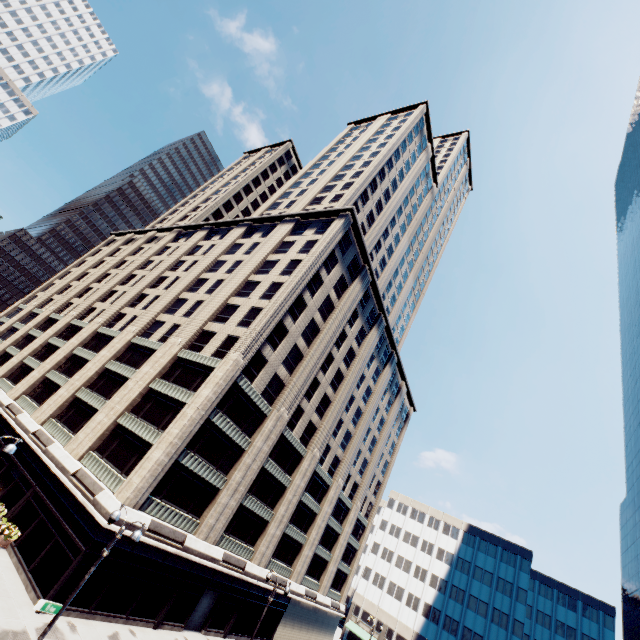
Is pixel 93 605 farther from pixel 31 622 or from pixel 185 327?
pixel 185 327

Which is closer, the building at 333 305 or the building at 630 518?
the building at 333 305

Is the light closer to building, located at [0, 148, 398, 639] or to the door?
building, located at [0, 148, 398, 639]

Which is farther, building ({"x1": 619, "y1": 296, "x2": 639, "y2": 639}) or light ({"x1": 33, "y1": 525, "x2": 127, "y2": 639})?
building ({"x1": 619, "y1": 296, "x2": 639, "y2": 639})

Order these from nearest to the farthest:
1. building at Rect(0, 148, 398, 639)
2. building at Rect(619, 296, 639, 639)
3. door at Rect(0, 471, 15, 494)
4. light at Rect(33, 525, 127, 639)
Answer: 1. light at Rect(33, 525, 127, 639)
2. building at Rect(0, 148, 398, 639)
3. door at Rect(0, 471, 15, 494)
4. building at Rect(619, 296, 639, 639)

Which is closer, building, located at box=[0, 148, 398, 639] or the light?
the light

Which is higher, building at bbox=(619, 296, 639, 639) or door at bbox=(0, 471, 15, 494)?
building at bbox=(619, 296, 639, 639)

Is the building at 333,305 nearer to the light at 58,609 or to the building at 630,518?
the light at 58,609
